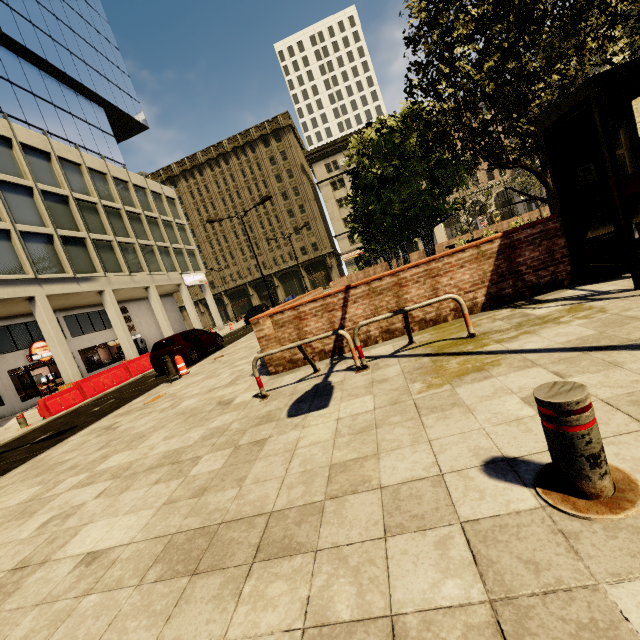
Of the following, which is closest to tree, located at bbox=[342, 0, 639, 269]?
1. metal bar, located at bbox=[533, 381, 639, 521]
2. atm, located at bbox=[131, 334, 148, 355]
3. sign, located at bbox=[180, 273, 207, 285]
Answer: metal bar, located at bbox=[533, 381, 639, 521]

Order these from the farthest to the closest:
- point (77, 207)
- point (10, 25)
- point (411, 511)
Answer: point (10, 25), point (77, 207), point (411, 511)

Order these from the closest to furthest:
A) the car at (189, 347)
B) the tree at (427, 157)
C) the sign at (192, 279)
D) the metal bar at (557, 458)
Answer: the metal bar at (557, 458) < the tree at (427, 157) < the car at (189, 347) < the sign at (192, 279)

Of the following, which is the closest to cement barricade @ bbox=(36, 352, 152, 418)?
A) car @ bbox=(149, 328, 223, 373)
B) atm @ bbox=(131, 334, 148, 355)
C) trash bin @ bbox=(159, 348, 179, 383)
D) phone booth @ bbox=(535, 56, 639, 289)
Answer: car @ bbox=(149, 328, 223, 373)

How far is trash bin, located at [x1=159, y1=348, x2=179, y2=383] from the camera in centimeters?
1022cm

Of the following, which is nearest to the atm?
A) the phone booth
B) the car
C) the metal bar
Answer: the car

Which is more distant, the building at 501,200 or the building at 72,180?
the building at 501,200

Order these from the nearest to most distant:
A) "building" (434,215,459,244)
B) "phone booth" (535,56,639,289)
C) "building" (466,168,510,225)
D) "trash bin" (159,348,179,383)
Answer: "phone booth" (535,56,639,289) < "trash bin" (159,348,179,383) < "building" (466,168,510,225) < "building" (434,215,459,244)
